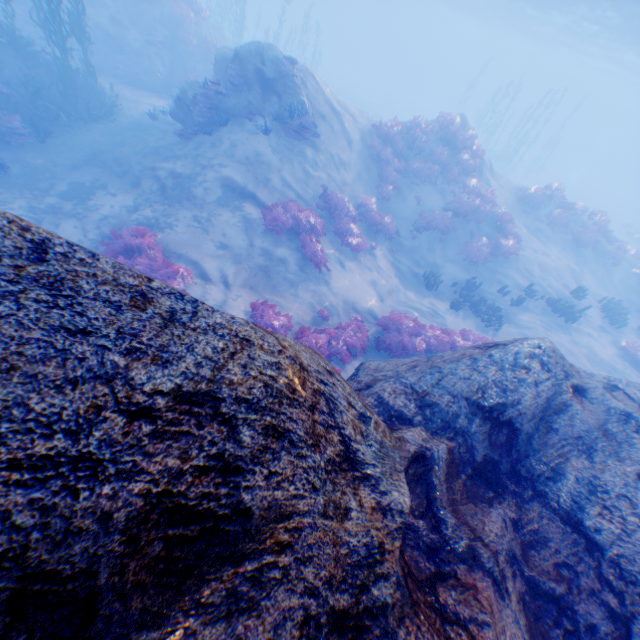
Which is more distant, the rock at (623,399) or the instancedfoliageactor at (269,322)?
the instancedfoliageactor at (269,322)

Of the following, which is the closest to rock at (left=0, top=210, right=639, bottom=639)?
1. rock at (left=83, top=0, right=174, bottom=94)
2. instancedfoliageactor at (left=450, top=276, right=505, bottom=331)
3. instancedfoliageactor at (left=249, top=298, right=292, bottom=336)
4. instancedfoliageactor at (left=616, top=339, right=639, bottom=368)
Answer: instancedfoliageactor at (left=249, top=298, right=292, bottom=336)

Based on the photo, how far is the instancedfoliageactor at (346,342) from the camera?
8.8 meters

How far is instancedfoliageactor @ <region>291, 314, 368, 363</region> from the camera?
8.82m

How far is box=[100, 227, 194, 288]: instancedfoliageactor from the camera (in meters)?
8.81

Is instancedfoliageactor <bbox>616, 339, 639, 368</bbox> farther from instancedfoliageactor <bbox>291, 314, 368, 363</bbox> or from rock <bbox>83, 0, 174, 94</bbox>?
rock <bbox>83, 0, 174, 94</bbox>

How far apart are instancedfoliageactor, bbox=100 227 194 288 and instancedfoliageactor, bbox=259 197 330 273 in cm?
303

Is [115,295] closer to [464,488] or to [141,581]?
[141,581]
